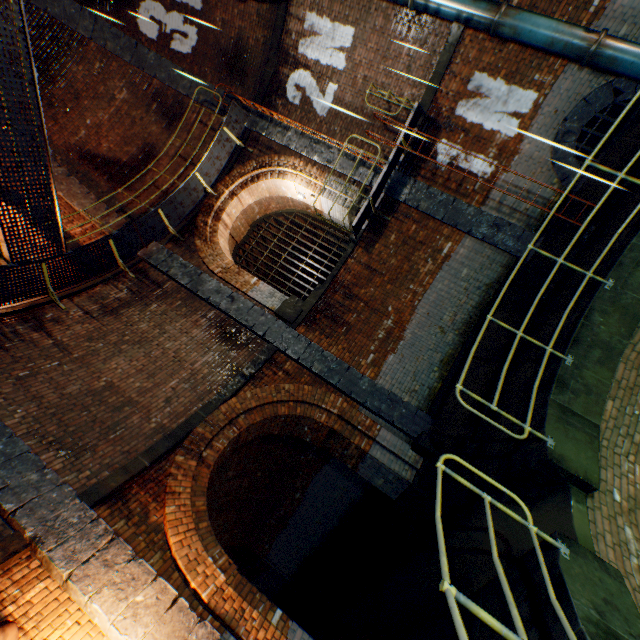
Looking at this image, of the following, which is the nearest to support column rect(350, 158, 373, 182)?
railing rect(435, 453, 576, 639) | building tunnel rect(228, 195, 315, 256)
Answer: railing rect(435, 453, 576, 639)

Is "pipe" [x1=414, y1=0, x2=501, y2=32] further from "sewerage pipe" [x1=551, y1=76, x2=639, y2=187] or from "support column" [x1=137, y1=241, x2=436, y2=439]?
"support column" [x1=137, y1=241, x2=436, y2=439]

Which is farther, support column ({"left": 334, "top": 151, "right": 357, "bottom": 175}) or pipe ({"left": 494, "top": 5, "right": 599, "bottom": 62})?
support column ({"left": 334, "top": 151, "right": 357, "bottom": 175})

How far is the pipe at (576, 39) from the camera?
6.4 meters

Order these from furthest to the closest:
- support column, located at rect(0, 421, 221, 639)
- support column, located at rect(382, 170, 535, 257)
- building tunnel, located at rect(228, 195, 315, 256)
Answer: building tunnel, located at rect(228, 195, 315, 256)
support column, located at rect(382, 170, 535, 257)
support column, located at rect(0, 421, 221, 639)

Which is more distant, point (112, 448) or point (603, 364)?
point (112, 448)

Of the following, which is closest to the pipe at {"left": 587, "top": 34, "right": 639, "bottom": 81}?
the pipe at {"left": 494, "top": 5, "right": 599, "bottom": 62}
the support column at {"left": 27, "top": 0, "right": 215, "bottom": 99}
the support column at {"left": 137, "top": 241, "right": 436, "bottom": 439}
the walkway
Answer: the pipe at {"left": 494, "top": 5, "right": 599, "bottom": 62}

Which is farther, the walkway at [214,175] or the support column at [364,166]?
the support column at [364,166]
